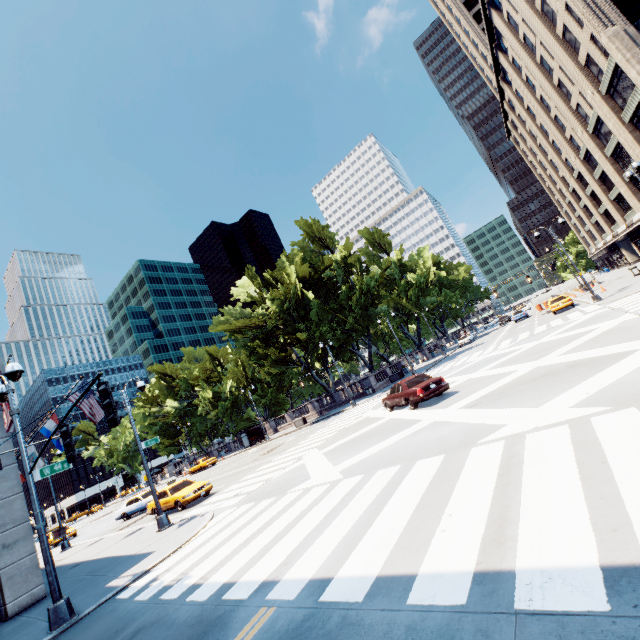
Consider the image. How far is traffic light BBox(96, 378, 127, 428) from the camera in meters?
5.9 m

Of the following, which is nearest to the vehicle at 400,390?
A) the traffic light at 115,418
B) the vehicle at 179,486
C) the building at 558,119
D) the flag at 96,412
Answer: the vehicle at 179,486

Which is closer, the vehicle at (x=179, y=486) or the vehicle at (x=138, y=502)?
the vehicle at (x=179, y=486)

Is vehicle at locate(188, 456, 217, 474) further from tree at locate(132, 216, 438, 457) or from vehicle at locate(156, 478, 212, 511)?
vehicle at locate(156, 478, 212, 511)

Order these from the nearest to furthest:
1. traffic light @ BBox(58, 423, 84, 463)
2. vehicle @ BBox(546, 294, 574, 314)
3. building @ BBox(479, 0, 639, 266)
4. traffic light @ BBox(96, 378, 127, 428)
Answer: traffic light @ BBox(96, 378, 127, 428) < traffic light @ BBox(58, 423, 84, 463) < building @ BBox(479, 0, 639, 266) < vehicle @ BBox(546, 294, 574, 314)

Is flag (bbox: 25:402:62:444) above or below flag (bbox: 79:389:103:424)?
above

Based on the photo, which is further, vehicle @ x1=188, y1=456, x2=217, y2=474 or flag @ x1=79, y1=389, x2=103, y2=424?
vehicle @ x1=188, y1=456, x2=217, y2=474

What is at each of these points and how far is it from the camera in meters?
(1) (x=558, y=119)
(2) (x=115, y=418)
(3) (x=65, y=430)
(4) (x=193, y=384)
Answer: (1) building, 50.0 m
(2) traffic light, 5.9 m
(3) traffic light, 7.3 m
(4) tree, 55.0 m
